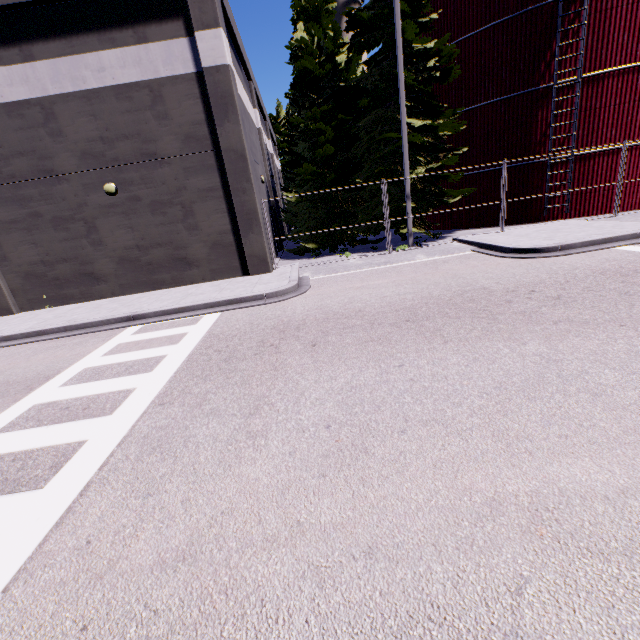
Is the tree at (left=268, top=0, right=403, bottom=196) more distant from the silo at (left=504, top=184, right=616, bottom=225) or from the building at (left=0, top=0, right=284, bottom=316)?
the silo at (left=504, top=184, right=616, bottom=225)

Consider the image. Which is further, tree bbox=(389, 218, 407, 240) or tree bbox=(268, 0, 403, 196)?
tree bbox=(389, 218, 407, 240)

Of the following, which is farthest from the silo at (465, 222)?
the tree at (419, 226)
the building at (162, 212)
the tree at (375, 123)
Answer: the tree at (375, 123)

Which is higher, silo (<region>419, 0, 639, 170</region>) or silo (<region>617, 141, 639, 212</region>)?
silo (<region>419, 0, 639, 170</region>)

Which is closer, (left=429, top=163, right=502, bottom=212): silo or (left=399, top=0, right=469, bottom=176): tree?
(left=399, top=0, right=469, bottom=176): tree

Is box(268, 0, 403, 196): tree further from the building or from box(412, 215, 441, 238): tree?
box(412, 215, 441, 238): tree

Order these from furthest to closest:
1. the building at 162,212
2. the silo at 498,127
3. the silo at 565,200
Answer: the silo at 565,200 → the silo at 498,127 → the building at 162,212

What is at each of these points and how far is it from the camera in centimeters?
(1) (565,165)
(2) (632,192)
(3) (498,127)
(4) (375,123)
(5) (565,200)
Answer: (1) silo, 1538cm
(2) silo, 1526cm
(3) silo, 1606cm
(4) tree, 1477cm
(5) silo, 1563cm
